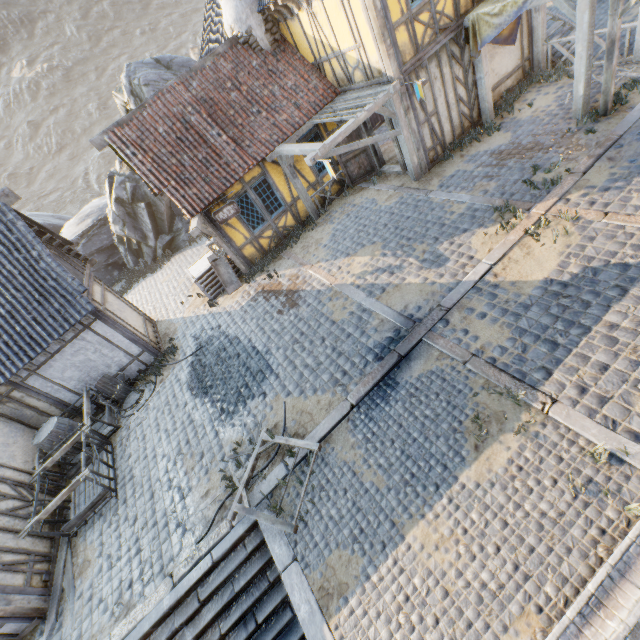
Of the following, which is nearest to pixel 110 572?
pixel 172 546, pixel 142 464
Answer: pixel 172 546

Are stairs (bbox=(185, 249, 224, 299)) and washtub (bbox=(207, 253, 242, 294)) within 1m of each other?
yes

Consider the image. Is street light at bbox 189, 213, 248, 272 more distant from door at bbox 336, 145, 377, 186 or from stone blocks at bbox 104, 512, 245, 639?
door at bbox 336, 145, 377, 186

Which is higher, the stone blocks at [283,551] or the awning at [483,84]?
the awning at [483,84]

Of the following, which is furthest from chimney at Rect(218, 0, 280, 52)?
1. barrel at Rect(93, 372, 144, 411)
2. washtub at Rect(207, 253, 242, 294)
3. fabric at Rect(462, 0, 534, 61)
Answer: barrel at Rect(93, 372, 144, 411)

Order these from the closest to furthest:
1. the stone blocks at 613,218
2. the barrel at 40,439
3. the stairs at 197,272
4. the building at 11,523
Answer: the stone blocks at 613,218, the building at 11,523, the barrel at 40,439, the stairs at 197,272

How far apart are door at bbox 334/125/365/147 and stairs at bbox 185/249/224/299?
5.38m

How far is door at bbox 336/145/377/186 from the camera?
11.8m
